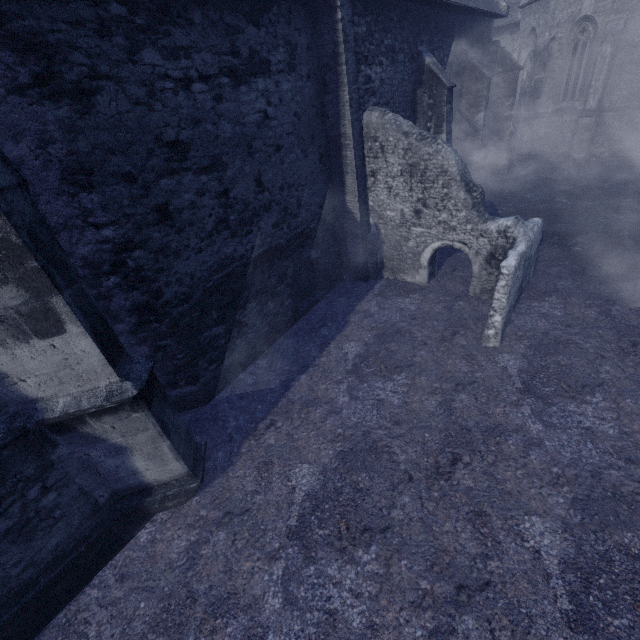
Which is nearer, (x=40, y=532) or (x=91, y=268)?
(x=40, y=532)
